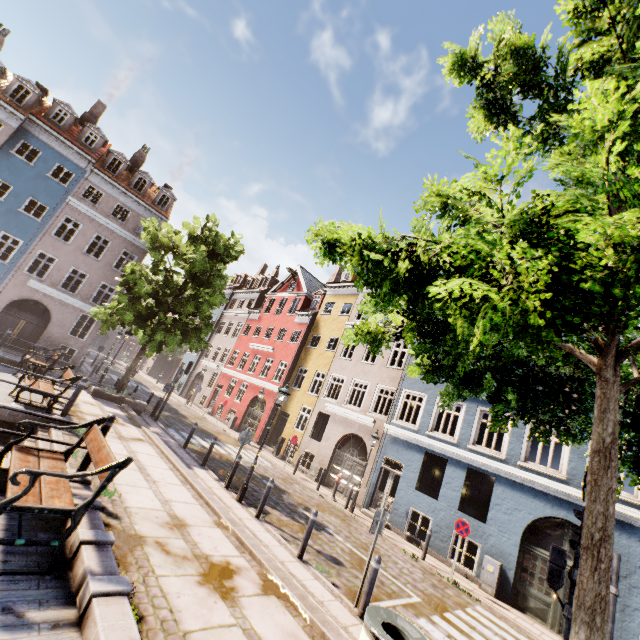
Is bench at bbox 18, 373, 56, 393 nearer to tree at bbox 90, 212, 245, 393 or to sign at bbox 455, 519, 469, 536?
tree at bbox 90, 212, 245, 393

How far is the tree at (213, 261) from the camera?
15.1m

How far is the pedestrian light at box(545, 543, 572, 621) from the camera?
4.7 meters

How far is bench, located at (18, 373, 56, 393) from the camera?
8.6m

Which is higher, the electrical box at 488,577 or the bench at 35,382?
the bench at 35,382

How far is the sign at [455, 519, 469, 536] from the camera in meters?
11.5 m

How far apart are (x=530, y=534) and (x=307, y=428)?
12.9 meters

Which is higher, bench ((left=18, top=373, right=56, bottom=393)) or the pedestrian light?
the pedestrian light
